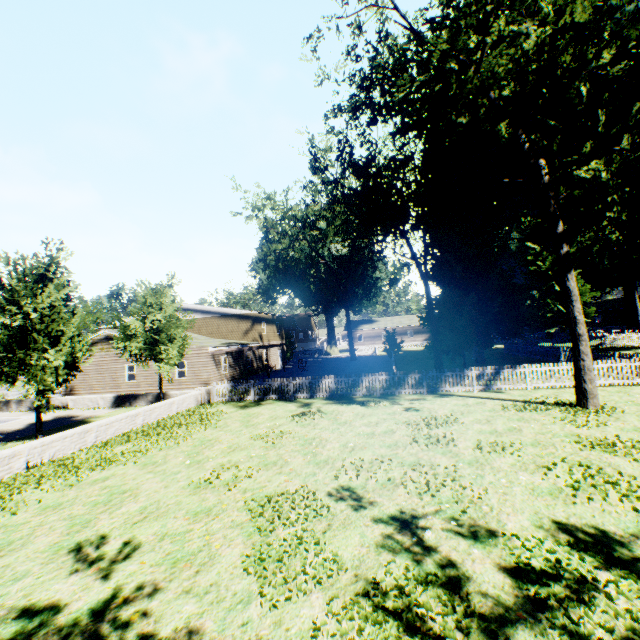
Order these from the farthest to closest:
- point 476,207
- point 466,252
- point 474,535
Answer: point 466,252
point 476,207
point 474,535

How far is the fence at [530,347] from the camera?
16.2m

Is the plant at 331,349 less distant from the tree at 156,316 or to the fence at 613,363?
the fence at 613,363

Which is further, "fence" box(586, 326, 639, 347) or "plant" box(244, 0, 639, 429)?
"fence" box(586, 326, 639, 347)

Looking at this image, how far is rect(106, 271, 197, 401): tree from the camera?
18.31m

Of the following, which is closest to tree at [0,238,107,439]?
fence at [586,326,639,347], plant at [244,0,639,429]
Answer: fence at [586,326,639,347]

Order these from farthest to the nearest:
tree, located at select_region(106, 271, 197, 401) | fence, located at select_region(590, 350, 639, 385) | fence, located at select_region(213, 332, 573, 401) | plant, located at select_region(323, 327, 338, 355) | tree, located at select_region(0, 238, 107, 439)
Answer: plant, located at select_region(323, 327, 338, 355) → tree, located at select_region(106, 271, 197, 401) → fence, located at select_region(213, 332, 573, 401) → fence, located at select_region(590, 350, 639, 385) → tree, located at select_region(0, 238, 107, 439)

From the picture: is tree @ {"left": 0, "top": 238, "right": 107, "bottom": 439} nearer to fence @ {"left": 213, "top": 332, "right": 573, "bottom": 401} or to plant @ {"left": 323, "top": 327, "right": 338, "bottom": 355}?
fence @ {"left": 213, "top": 332, "right": 573, "bottom": 401}
